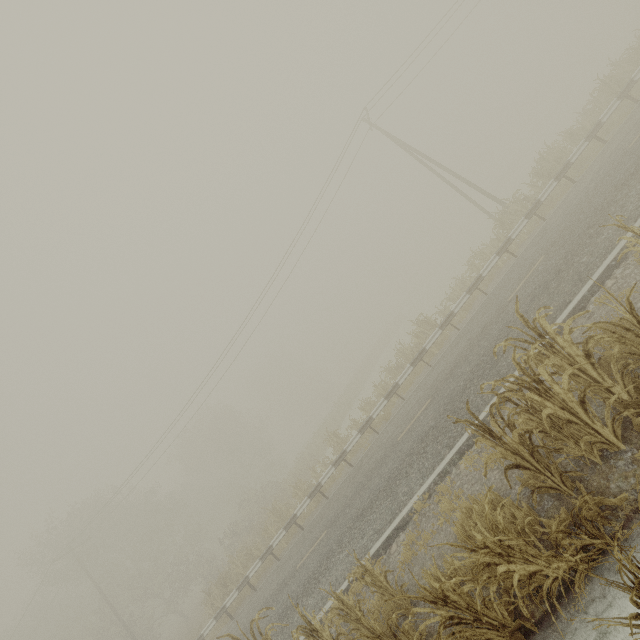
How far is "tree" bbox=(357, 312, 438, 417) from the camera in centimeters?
1623cm

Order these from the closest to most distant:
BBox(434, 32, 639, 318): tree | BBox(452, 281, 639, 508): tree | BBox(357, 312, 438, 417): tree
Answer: BBox(452, 281, 639, 508): tree → BBox(434, 32, 639, 318): tree → BBox(357, 312, 438, 417): tree

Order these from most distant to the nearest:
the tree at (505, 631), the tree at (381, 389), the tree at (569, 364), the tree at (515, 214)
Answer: the tree at (381, 389) < the tree at (515, 214) < the tree at (569, 364) < the tree at (505, 631)

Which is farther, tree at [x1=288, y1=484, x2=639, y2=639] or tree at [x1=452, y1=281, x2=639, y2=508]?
tree at [x1=452, y1=281, x2=639, y2=508]

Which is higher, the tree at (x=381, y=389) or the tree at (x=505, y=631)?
the tree at (x=381, y=389)

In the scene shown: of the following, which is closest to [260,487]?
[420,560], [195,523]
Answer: [195,523]

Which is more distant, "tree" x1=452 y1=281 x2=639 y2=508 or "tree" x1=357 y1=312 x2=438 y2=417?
"tree" x1=357 y1=312 x2=438 y2=417

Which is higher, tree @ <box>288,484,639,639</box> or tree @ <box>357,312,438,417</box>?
tree @ <box>357,312,438,417</box>
